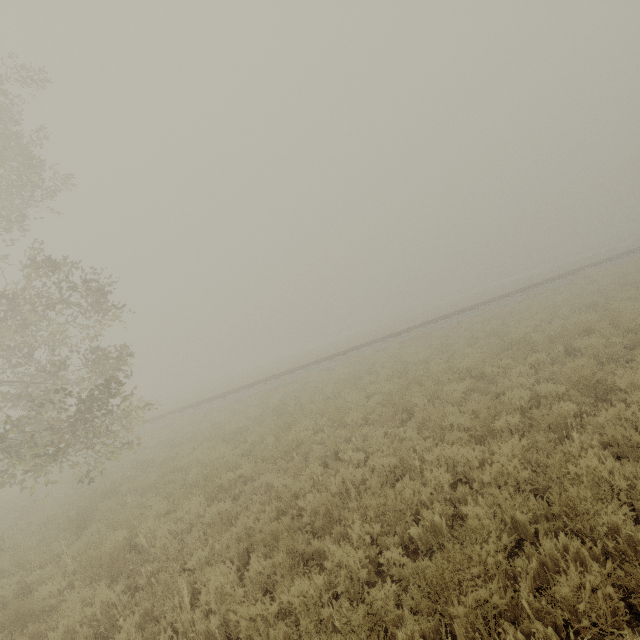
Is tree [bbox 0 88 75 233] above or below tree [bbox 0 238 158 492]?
above

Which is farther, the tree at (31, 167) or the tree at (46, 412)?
the tree at (31, 167)

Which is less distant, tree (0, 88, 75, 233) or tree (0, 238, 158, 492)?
tree (0, 238, 158, 492)

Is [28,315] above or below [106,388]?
above

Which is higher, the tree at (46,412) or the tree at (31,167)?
the tree at (31,167)
